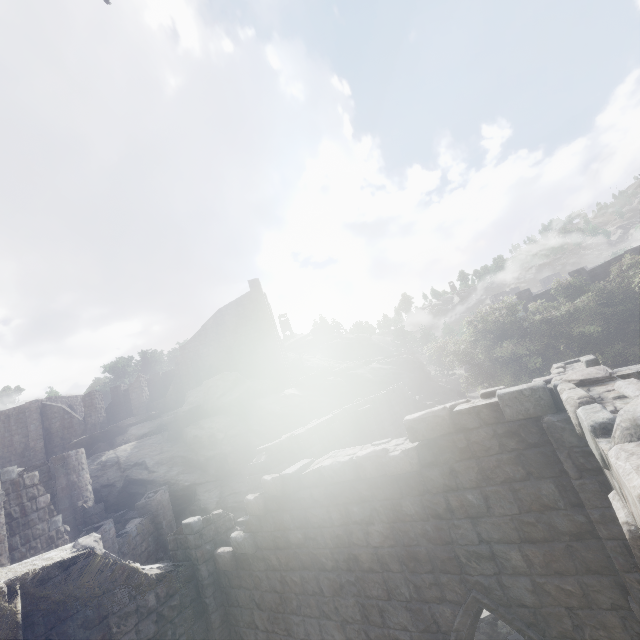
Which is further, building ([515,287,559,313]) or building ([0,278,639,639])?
building ([515,287,559,313])

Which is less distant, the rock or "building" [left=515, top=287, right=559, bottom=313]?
the rock

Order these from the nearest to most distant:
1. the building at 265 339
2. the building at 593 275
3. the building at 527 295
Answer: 1. the building at 265 339
2. the building at 593 275
3. the building at 527 295

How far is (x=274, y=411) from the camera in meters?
25.5 m

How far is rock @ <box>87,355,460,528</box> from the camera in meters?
22.2

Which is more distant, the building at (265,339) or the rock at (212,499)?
the rock at (212,499)

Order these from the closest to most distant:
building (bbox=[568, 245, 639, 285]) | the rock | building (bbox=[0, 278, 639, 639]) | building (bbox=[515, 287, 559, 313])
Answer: building (bbox=[0, 278, 639, 639])
the rock
building (bbox=[568, 245, 639, 285])
building (bbox=[515, 287, 559, 313])
